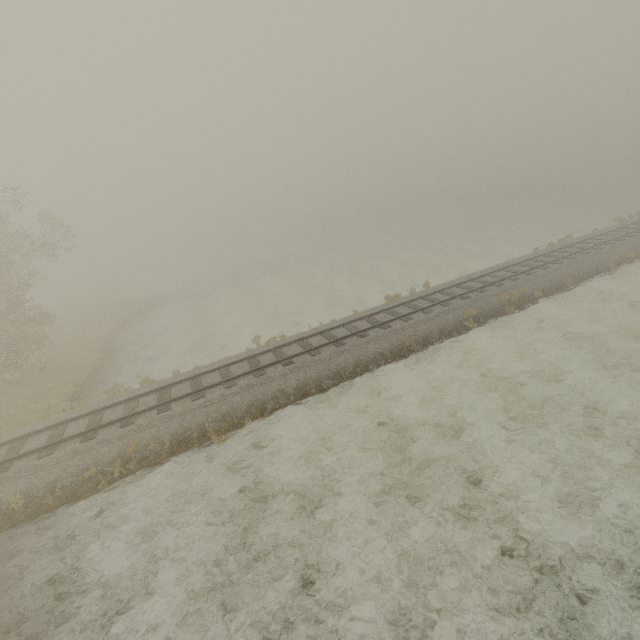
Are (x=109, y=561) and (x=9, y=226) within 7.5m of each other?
no
